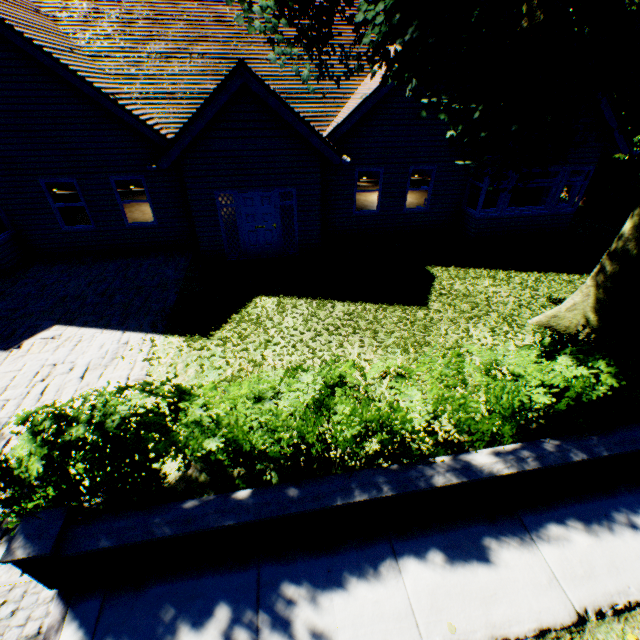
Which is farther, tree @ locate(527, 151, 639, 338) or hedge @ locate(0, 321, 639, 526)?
tree @ locate(527, 151, 639, 338)

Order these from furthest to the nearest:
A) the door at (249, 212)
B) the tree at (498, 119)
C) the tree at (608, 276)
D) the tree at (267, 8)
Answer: the door at (249, 212)
the tree at (608, 276)
the tree at (267, 8)
the tree at (498, 119)

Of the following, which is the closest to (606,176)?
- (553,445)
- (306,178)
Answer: (306,178)

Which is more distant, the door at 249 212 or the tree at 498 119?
the door at 249 212

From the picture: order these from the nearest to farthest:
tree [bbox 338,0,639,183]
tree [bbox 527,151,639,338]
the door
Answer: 1. tree [bbox 338,0,639,183]
2. tree [bbox 527,151,639,338]
3. the door

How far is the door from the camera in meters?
10.2

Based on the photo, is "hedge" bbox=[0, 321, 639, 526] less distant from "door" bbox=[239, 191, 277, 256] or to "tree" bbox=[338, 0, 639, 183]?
"tree" bbox=[338, 0, 639, 183]
